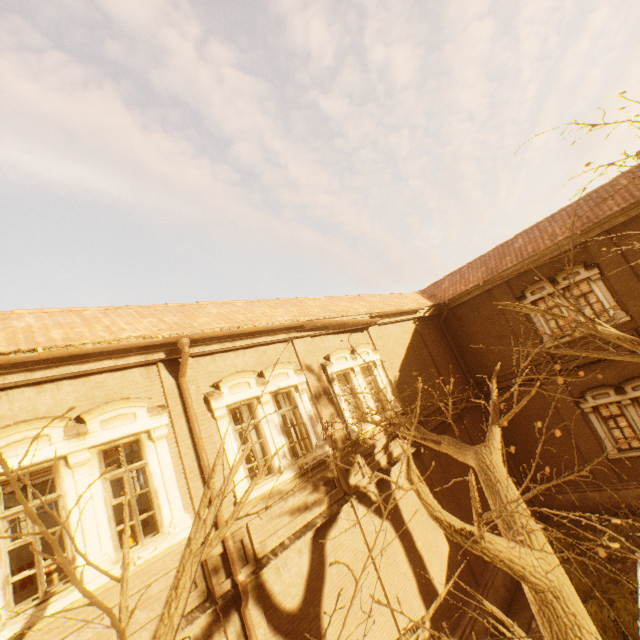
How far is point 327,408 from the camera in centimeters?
972cm

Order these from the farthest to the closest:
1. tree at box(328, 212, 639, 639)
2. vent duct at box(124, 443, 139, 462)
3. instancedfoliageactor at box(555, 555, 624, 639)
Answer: vent duct at box(124, 443, 139, 462)
instancedfoliageactor at box(555, 555, 624, 639)
tree at box(328, 212, 639, 639)

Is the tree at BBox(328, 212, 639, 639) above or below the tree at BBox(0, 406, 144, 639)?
below

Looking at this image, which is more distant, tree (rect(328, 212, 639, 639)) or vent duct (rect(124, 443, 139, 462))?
vent duct (rect(124, 443, 139, 462))

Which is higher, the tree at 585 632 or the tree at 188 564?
the tree at 188 564

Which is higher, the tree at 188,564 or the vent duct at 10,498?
the vent duct at 10,498

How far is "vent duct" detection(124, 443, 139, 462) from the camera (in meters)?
15.96

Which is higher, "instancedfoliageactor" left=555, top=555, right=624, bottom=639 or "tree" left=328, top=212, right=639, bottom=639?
"tree" left=328, top=212, right=639, bottom=639
